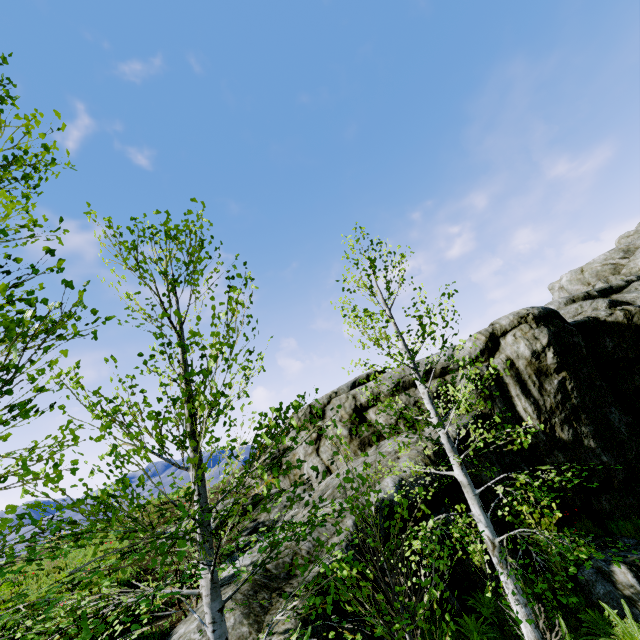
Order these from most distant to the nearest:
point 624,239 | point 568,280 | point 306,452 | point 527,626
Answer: point 624,239, point 568,280, point 306,452, point 527,626

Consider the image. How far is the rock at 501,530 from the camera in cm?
920

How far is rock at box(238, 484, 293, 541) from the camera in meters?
9.9 m

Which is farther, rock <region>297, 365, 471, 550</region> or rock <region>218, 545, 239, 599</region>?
rock <region>297, 365, 471, 550</region>

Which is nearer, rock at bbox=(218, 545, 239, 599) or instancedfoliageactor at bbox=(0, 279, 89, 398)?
instancedfoliageactor at bbox=(0, 279, 89, 398)
